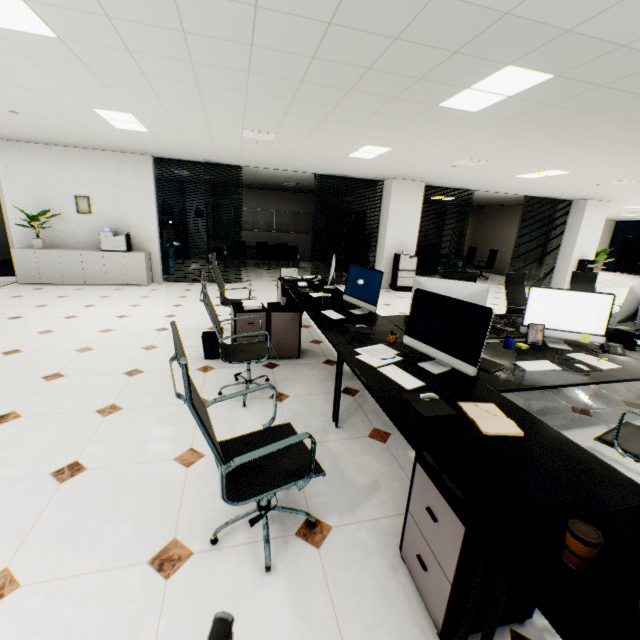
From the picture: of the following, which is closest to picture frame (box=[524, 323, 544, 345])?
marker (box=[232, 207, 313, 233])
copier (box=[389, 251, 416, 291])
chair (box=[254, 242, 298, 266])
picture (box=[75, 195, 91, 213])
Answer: copier (box=[389, 251, 416, 291])

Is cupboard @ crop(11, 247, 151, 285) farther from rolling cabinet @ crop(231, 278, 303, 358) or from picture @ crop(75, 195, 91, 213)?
rolling cabinet @ crop(231, 278, 303, 358)

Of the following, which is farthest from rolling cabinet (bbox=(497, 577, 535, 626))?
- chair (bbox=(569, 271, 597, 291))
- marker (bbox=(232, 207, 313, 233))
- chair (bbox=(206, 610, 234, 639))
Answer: marker (bbox=(232, 207, 313, 233))

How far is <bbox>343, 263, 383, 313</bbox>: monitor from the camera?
3.4m

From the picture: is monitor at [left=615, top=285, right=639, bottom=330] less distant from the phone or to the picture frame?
the phone

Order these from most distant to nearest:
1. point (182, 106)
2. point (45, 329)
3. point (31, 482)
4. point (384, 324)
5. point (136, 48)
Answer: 1. point (45, 329)
2. point (182, 106)
3. point (384, 324)
4. point (136, 48)
5. point (31, 482)

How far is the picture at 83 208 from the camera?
7.4 meters

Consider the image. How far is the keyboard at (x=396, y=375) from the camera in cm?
197
